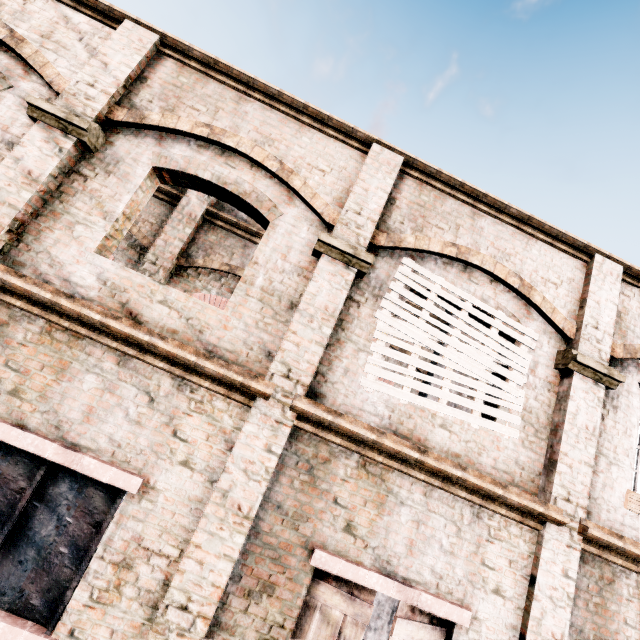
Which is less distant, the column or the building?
the building

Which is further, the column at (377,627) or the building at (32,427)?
the column at (377,627)

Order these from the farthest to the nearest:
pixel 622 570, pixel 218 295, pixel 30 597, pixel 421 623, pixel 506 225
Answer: pixel 218 295 → pixel 506 225 → pixel 622 570 → pixel 421 623 → pixel 30 597

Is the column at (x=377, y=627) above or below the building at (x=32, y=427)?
below

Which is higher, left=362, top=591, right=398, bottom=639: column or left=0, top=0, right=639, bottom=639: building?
left=0, top=0, right=639, bottom=639: building
